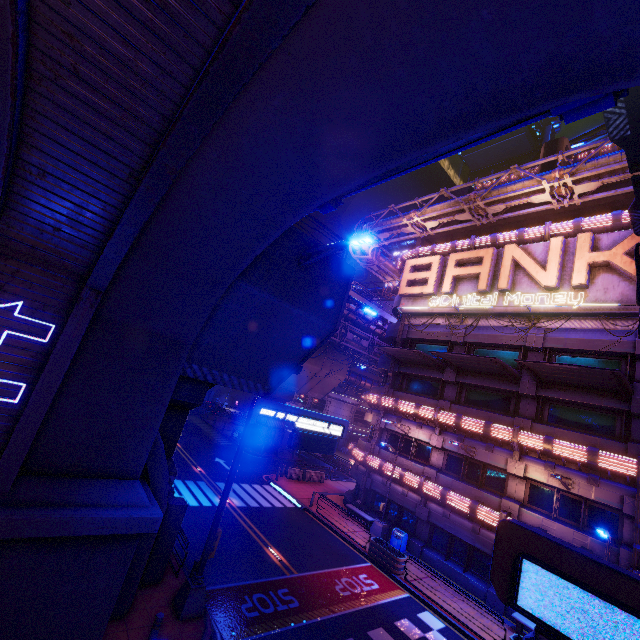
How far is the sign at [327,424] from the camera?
10.66m

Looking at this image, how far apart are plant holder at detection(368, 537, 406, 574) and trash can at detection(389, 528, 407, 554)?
1.16m

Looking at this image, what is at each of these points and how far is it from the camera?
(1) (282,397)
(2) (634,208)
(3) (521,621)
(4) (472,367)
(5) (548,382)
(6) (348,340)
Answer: (1) pillar, 38.8 meters
(2) awning, 9.2 meters
(3) bench, 15.2 meters
(4) awning, 21.3 meters
(5) awning, 18.7 meters
(6) pipe, 36.8 meters

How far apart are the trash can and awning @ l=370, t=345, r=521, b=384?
10.9m

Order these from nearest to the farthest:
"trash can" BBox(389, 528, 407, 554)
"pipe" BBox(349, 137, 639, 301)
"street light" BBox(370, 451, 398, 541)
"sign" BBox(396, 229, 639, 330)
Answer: "sign" BBox(396, 229, 639, 330)
"pipe" BBox(349, 137, 639, 301)
"trash can" BBox(389, 528, 407, 554)
"street light" BBox(370, 451, 398, 541)

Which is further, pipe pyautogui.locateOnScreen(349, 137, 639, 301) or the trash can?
the trash can

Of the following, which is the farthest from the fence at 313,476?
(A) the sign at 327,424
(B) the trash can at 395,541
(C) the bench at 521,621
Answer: (C) the bench at 521,621

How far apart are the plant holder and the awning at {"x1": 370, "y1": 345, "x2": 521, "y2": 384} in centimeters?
1149cm
